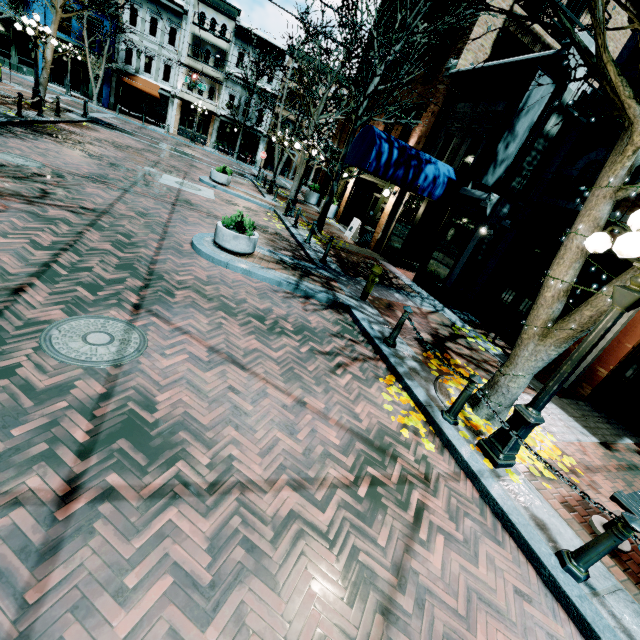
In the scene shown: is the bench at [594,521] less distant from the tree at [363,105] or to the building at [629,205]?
the building at [629,205]

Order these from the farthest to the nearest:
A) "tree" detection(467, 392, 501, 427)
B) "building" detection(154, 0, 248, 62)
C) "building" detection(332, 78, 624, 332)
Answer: "building" detection(154, 0, 248, 62)
"building" detection(332, 78, 624, 332)
"tree" detection(467, 392, 501, 427)

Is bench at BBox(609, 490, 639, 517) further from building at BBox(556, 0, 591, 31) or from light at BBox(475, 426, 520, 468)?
building at BBox(556, 0, 591, 31)

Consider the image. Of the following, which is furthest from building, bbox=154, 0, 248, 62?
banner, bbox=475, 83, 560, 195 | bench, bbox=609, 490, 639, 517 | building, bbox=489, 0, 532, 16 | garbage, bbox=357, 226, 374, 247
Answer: bench, bbox=609, 490, 639, 517

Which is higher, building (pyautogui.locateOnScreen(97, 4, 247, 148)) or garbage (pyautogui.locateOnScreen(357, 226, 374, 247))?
building (pyautogui.locateOnScreen(97, 4, 247, 148))

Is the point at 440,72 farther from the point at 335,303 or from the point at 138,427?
the point at 138,427

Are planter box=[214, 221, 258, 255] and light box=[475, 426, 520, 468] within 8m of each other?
yes

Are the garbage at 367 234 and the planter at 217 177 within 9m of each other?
yes
